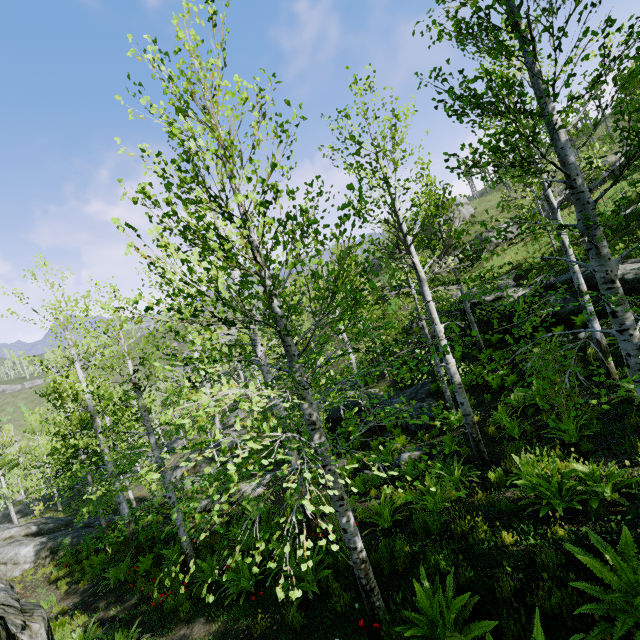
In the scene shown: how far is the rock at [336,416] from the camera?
20.4m

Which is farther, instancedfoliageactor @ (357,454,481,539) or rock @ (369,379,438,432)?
rock @ (369,379,438,432)

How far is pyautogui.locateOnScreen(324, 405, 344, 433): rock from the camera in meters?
20.4

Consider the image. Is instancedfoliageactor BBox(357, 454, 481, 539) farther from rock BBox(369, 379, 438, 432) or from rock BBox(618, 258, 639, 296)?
rock BBox(618, 258, 639, 296)

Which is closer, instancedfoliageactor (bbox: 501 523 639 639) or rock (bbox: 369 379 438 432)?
instancedfoliageactor (bbox: 501 523 639 639)

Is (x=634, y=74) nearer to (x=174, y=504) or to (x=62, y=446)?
(x=174, y=504)

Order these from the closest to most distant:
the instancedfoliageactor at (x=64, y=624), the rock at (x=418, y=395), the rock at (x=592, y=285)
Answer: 1. the instancedfoliageactor at (x=64, y=624)
2. the rock at (x=592, y=285)
3. the rock at (x=418, y=395)

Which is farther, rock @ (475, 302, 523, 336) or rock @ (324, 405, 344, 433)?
rock @ (324, 405, 344, 433)
